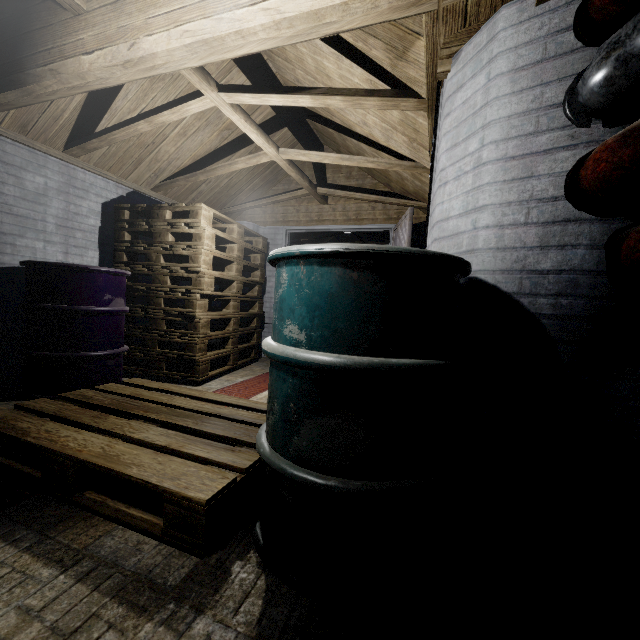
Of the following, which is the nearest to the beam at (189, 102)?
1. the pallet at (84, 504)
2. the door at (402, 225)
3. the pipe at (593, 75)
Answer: the door at (402, 225)

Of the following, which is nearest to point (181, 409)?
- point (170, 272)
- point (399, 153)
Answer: point (170, 272)

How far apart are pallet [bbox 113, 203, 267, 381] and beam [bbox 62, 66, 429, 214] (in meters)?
0.43

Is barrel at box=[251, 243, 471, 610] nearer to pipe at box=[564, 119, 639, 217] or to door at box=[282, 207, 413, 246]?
pipe at box=[564, 119, 639, 217]

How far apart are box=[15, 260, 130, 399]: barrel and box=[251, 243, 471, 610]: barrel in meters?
1.9

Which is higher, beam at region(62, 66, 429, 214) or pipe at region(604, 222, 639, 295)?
beam at region(62, 66, 429, 214)

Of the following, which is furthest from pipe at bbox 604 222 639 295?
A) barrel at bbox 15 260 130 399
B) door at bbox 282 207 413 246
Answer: barrel at bbox 15 260 130 399

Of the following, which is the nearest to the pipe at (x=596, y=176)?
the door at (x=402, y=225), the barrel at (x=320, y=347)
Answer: the barrel at (x=320, y=347)
